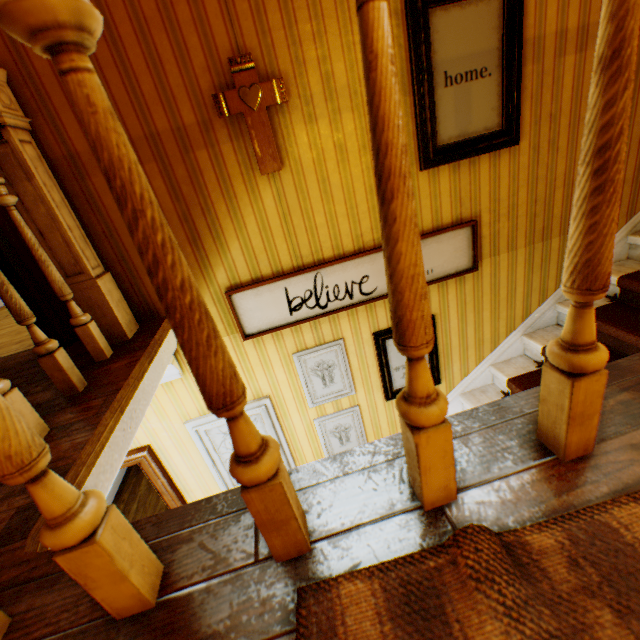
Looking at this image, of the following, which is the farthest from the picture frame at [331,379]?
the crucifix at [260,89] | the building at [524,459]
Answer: the crucifix at [260,89]

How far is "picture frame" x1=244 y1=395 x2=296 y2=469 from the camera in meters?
2.8

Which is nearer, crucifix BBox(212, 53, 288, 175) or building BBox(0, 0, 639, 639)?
building BBox(0, 0, 639, 639)

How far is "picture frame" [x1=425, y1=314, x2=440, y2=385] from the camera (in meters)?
2.83

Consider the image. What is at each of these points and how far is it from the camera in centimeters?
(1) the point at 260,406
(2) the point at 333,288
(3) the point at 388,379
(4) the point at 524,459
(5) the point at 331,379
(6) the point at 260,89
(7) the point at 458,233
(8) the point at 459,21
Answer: (1) picture frame, 279cm
(2) picture frame, 251cm
(3) picture frame, 297cm
(4) building, 76cm
(5) picture frame, 287cm
(6) crucifix, 191cm
(7) picture frame, 252cm
(8) picture frame, 198cm

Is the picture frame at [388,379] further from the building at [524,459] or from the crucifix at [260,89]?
the crucifix at [260,89]

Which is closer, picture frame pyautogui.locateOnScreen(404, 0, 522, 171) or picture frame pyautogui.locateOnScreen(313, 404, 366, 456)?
picture frame pyautogui.locateOnScreen(404, 0, 522, 171)

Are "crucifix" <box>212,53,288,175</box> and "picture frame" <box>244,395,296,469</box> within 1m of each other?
no
